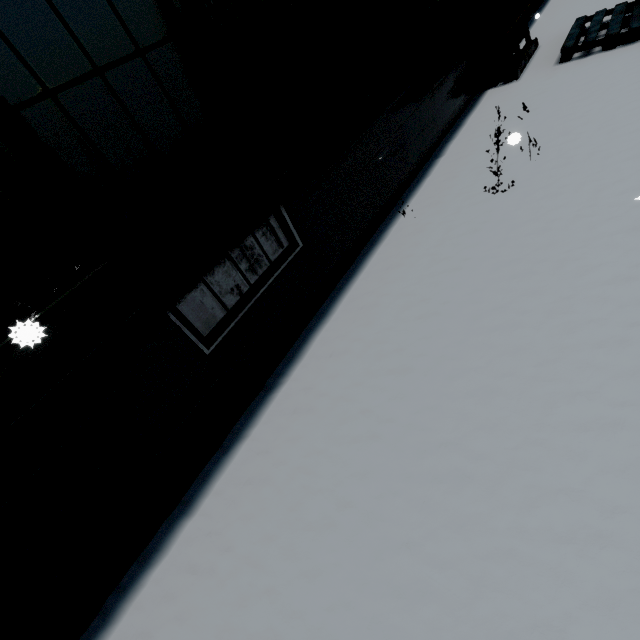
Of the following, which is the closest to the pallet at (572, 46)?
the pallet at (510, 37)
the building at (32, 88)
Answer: the pallet at (510, 37)

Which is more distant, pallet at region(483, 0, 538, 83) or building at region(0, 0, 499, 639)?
pallet at region(483, 0, 538, 83)

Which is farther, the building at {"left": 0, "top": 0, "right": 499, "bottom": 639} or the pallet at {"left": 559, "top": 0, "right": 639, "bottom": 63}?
the pallet at {"left": 559, "top": 0, "right": 639, "bottom": 63}

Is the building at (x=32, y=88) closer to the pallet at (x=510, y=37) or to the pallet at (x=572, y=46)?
the pallet at (x=510, y=37)

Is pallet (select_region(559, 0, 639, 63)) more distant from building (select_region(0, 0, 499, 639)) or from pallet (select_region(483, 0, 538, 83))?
building (select_region(0, 0, 499, 639))

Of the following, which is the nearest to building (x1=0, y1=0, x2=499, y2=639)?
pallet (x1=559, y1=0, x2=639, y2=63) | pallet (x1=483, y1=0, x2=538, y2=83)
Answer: pallet (x1=483, y1=0, x2=538, y2=83)

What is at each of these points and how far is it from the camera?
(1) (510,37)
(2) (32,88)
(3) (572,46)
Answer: (1) pallet, 5.8 meters
(2) building, 1.7 meters
(3) pallet, 5.6 meters
